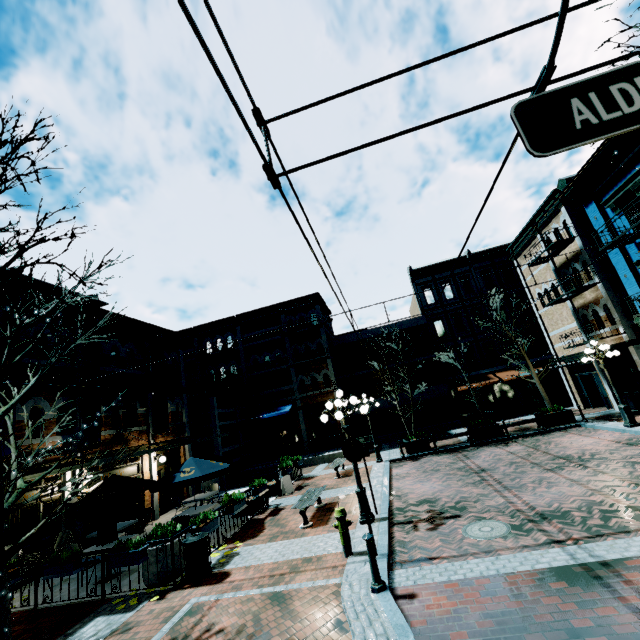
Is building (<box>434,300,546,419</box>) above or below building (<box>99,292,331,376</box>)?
below

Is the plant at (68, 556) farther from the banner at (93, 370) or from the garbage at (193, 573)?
the banner at (93, 370)

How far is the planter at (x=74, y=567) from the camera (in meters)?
7.79

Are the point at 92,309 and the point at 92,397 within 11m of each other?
yes

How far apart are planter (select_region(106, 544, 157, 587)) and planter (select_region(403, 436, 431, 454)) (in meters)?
12.27

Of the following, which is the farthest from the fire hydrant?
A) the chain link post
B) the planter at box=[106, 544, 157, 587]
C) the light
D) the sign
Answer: the light

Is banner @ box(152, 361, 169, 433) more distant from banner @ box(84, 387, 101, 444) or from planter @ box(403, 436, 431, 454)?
planter @ box(403, 436, 431, 454)

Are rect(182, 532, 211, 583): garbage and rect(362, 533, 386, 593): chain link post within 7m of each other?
yes
